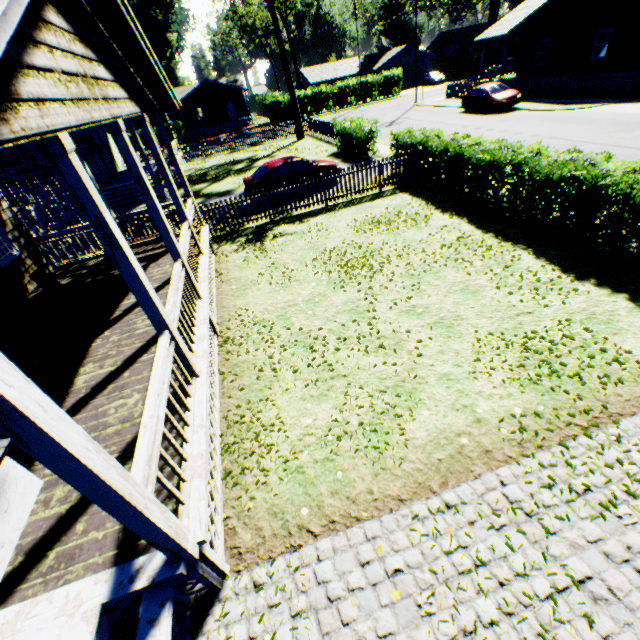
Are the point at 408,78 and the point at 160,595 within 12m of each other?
no

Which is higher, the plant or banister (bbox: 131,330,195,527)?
the plant

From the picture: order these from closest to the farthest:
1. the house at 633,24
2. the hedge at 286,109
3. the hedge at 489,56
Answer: the house at 633,24
the hedge at 286,109
the hedge at 489,56

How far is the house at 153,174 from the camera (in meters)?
15.90

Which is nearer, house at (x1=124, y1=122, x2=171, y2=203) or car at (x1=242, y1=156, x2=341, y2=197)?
car at (x1=242, y1=156, x2=341, y2=197)

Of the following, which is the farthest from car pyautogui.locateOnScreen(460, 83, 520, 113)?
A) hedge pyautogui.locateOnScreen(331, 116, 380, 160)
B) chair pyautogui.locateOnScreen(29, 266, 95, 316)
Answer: chair pyautogui.locateOnScreen(29, 266, 95, 316)

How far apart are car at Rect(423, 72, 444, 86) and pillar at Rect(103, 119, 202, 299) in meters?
58.7 m

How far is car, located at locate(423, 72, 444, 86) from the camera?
49.0 meters
